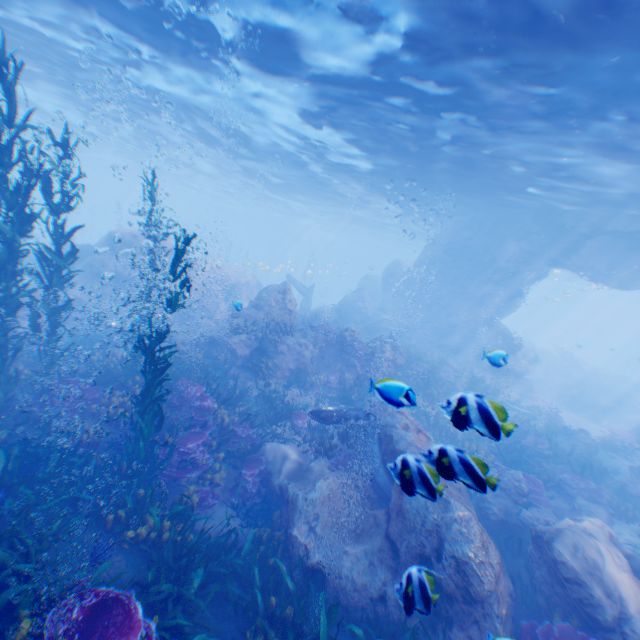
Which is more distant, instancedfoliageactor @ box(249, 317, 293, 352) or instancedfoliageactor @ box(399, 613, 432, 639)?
instancedfoliageactor @ box(249, 317, 293, 352)

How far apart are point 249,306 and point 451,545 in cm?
1271

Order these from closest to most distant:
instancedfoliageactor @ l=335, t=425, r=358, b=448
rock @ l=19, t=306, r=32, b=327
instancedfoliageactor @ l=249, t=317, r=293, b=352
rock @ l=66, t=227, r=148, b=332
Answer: instancedfoliageactor @ l=335, t=425, r=358, b=448 < rock @ l=19, t=306, r=32, b=327 < instancedfoliageactor @ l=249, t=317, r=293, b=352 < rock @ l=66, t=227, r=148, b=332

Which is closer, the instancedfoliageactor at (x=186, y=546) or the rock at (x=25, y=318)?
the instancedfoliageactor at (x=186, y=546)

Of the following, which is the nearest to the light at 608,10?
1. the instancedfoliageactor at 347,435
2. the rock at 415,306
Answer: the rock at 415,306

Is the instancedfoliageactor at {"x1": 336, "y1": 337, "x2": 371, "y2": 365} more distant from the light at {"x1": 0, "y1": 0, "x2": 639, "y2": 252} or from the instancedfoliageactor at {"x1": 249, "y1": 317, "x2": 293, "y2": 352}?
the light at {"x1": 0, "y1": 0, "x2": 639, "y2": 252}

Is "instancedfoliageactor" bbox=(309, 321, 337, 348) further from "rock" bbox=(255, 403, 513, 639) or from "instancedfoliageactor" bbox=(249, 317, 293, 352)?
"instancedfoliageactor" bbox=(249, 317, 293, 352)
